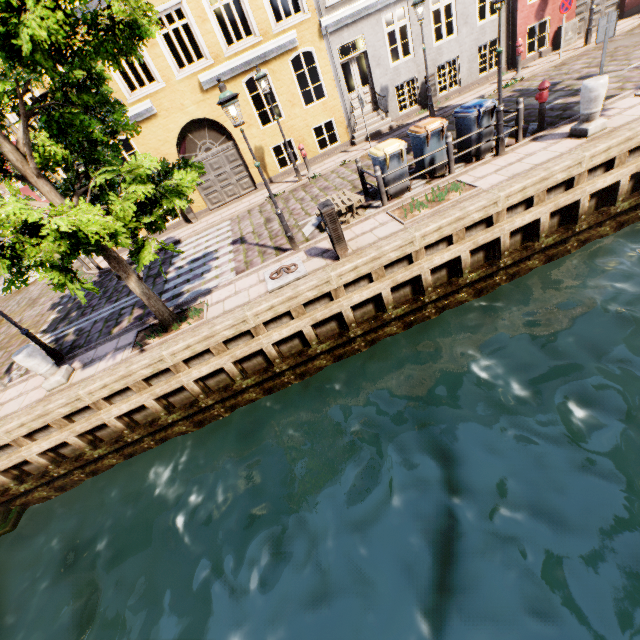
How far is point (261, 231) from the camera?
10.8 meters

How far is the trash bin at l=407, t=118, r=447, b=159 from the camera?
8.3 meters

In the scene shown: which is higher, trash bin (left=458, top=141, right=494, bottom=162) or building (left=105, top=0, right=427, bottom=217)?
building (left=105, top=0, right=427, bottom=217)

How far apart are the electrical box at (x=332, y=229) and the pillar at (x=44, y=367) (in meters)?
7.02

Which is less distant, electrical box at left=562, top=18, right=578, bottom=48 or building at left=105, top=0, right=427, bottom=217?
building at left=105, top=0, right=427, bottom=217

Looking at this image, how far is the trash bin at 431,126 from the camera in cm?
830

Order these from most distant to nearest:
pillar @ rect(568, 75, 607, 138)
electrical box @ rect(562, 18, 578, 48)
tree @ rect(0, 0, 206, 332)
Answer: electrical box @ rect(562, 18, 578, 48) < pillar @ rect(568, 75, 607, 138) < tree @ rect(0, 0, 206, 332)

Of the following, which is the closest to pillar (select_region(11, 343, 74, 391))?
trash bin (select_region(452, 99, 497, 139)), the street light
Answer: the street light
